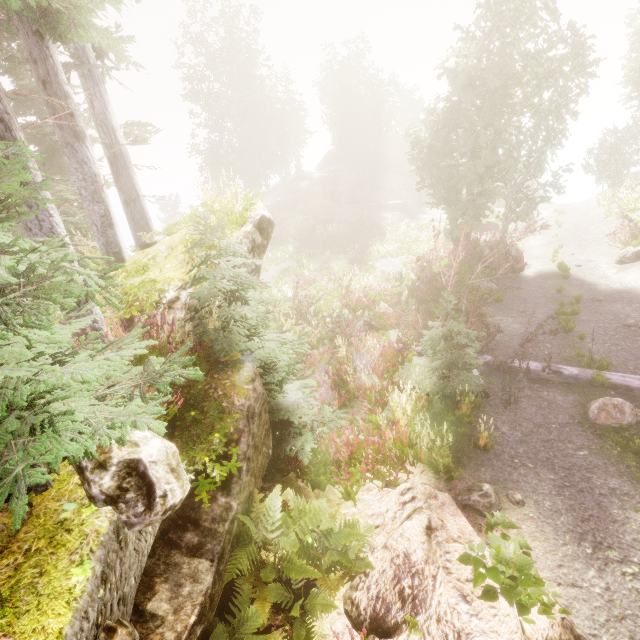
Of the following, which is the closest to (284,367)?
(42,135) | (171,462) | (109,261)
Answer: Result: (171,462)

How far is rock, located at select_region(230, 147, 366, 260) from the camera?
7.8 meters

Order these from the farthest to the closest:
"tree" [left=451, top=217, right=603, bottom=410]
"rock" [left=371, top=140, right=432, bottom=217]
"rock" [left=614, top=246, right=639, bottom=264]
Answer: "rock" [left=371, top=140, right=432, bottom=217], "rock" [left=614, top=246, right=639, bottom=264], "tree" [left=451, top=217, right=603, bottom=410]

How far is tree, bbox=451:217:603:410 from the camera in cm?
761

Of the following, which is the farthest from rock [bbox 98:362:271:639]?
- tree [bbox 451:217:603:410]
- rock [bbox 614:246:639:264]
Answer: rock [bbox 614:246:639:264]

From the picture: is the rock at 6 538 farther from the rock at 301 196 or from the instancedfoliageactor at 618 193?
the rock at 301 196

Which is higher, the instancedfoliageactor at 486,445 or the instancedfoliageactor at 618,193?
the instancedfoliageactor at 618,193

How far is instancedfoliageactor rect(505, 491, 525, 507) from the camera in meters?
5.2 m
